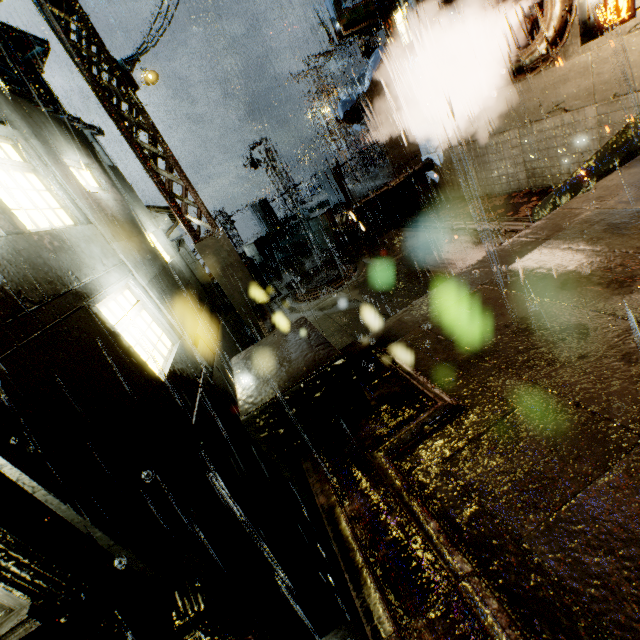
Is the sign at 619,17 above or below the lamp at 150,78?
below

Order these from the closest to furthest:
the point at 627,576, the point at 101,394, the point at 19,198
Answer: the point at 627,576 → the point at 101,394 → the point at 19,198

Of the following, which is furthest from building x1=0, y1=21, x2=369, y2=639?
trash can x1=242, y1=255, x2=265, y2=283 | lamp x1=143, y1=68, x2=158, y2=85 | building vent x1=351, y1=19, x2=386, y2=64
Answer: lamp x1=143, y1=68, x2=158, y2=85

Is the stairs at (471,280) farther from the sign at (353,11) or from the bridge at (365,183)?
the sign at (353,11)

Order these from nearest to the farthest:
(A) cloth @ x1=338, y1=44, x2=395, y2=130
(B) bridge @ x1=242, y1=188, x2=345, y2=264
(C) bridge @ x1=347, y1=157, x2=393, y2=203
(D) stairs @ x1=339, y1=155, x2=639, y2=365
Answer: (D) stairs @ x1=339, y1=155, x2=639, y2=365, (A) cloth @ x1=338, y1=44, x2=395, y2=130, (B) bridge @ x1=242, y1=188, x2=345, y2=264, (C) bridge @ x1=347, y1=157, x2=393, y2=203

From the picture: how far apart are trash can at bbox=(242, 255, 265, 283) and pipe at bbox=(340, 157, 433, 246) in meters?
4.1 m

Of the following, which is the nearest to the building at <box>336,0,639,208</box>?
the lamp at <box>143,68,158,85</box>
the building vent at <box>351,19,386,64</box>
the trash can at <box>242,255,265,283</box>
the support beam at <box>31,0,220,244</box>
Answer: the building vent at <box>351,19,386,64</box>

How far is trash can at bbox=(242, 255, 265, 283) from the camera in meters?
14.6 m
